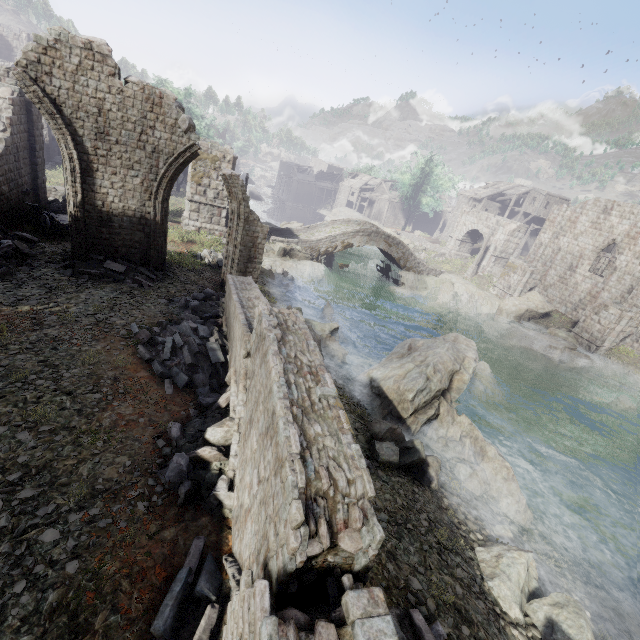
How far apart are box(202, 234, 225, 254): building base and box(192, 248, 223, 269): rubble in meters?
0.0 m

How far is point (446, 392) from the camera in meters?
12.9

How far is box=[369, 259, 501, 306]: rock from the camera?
31.0m

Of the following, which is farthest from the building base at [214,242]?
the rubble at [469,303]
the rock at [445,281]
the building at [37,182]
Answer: the rubble at [469,303]

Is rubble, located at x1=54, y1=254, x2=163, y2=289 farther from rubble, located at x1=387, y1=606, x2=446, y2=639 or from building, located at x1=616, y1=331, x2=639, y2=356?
rubble, located at x1=387, y1=606, x2=446, y2=639

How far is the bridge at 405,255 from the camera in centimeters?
2934cm

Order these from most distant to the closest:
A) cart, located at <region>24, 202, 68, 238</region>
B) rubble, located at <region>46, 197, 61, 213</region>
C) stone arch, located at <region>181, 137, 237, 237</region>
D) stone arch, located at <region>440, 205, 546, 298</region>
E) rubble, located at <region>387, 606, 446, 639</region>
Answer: stone arch, located at <region>440, 205, 546, 298</region>
stone arch, located at <region>181, 137, 237, 237</region>
rubble, located at <region>46, 197, 61, 213</region>
cart, located at <region>24, 202, 68, 238</region>
rubble, located at <region>387, 606, 446, 639</region>

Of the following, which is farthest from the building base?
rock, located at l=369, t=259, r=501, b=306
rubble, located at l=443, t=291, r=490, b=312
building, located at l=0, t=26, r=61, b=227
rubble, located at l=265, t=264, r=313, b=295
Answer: rubble, located at l=443, t=291, r=490, b=312
